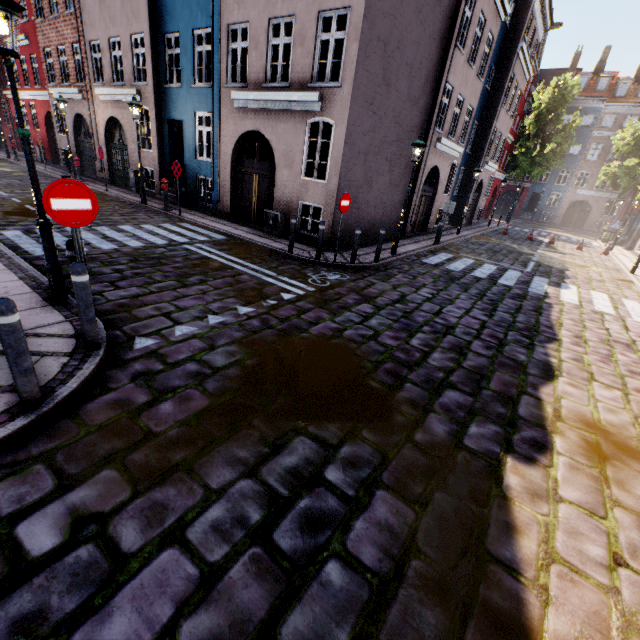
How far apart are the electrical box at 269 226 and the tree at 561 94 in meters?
33.1 m

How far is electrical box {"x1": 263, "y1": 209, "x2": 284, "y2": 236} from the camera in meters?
11.5 m

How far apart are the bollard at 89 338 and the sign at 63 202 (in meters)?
0.56

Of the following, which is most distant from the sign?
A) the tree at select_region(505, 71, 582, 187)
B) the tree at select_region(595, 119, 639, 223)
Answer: the tree at select_region(505, 71, 582, 187)

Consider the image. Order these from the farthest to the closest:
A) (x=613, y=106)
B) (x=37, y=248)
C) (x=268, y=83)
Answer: (x=613, y=106) < (x=268, y=83) < (x=37, y=248)

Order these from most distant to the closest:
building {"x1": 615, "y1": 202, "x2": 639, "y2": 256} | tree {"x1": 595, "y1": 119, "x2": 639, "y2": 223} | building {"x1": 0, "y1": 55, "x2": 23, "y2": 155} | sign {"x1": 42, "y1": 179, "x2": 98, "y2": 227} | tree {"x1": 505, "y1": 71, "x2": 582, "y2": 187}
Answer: tree {"x1": 505, "y1": 71, "x2": 582, "y2": 187}
tree {"x1": 595, "y1": 119, "x2": 639, "y2": 223}
building {"x1": 0, "y1": 55, "x2": 23, "y2": 155}
building {"x1": 615, "y1": 202, "x2": 639, "y2": 256}
sign {"x1": 42, "y1": 179, "x2": 98, "y2": 227}

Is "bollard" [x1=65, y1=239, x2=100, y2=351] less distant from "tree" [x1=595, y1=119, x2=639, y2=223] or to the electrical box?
the electrical box

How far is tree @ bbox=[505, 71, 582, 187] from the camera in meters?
29.9 m
